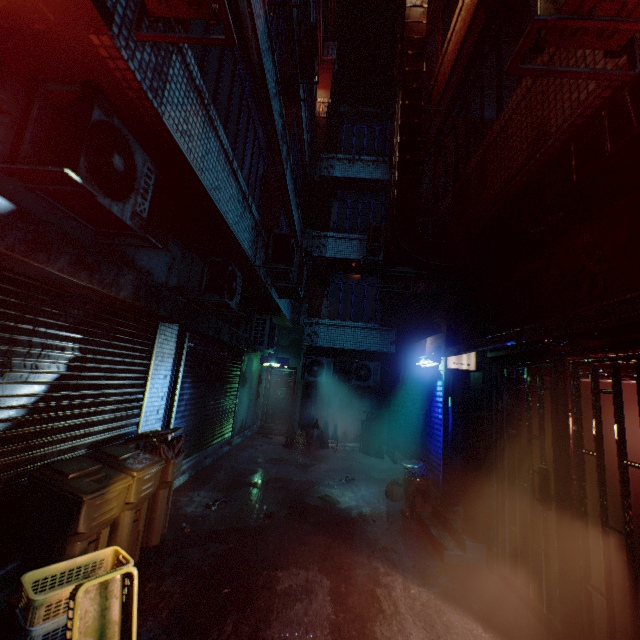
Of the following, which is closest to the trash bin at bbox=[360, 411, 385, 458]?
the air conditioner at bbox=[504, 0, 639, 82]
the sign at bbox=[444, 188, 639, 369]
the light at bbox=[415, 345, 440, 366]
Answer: the light at bbox=[415, 345, 440, 366]

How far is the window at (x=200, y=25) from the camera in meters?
3.1 m

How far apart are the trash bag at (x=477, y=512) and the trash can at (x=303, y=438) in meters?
5.5

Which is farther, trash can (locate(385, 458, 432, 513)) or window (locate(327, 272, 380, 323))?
window (locate(327, 272, 380, 323))

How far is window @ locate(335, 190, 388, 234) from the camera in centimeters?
1098cm

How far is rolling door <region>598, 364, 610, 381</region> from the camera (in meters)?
2.45

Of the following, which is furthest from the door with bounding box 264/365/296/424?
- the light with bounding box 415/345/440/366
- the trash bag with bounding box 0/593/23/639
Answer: the trash bag with bounding box 0/593/23/639

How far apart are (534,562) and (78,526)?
3.9 meters
